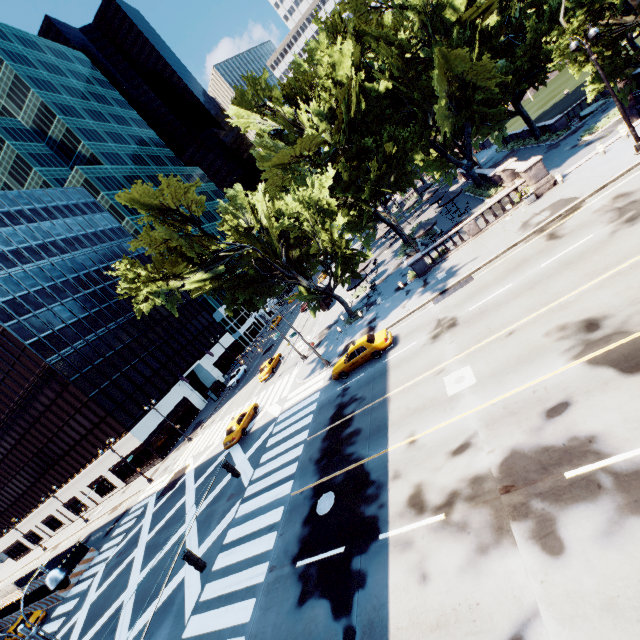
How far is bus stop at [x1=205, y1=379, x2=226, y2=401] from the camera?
50.0 meters

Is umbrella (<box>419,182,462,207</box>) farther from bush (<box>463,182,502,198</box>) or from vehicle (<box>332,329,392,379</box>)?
vehicle (<box>332,329,392,379</box>)

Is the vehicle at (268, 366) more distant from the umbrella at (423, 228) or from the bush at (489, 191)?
the bush at (489, 191)

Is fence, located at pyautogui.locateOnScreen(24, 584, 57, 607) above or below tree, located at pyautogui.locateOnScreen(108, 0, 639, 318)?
below

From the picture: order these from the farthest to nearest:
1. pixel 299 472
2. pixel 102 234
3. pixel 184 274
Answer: pixel 102 234 < pixel 184 274 < pixel 299 472

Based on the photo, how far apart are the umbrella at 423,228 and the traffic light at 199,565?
29.3m

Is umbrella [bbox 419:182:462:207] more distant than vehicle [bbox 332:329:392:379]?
Yes

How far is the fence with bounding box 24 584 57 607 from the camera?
29.53m
